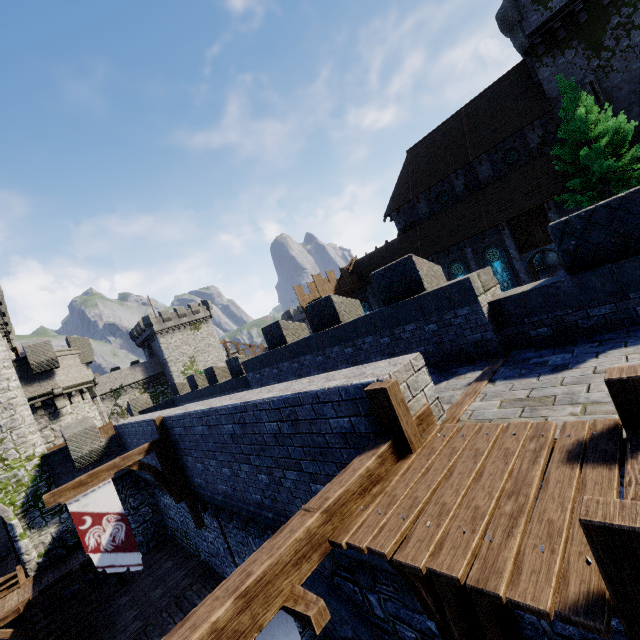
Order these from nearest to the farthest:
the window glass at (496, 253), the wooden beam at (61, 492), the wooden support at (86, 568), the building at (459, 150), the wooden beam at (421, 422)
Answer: the wooden beam at (421, 422)
the wooden beam at (61, 492)
the wooden support at (86, 568)
the building at (459, 150)
the window glass at (496, 253)

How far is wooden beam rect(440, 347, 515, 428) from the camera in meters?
4.4 m

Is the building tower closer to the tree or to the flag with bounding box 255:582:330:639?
the flag with bounding box 255:582:330:639

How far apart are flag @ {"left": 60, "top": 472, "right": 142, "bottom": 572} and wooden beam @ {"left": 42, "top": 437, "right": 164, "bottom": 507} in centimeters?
0cm

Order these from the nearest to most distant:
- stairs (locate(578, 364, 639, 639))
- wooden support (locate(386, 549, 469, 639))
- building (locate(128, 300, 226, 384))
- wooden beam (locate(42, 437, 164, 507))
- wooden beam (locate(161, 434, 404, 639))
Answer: stairs (locate(578, 364, 639, 639)) < wooden beam (locate(161, 434, 404, 639)) < wooden support (locate(386, 549, 469, 639)) < wooden beam (locate(42, 437, 164, 507)) < building (locate(128, 300, 226, 384))

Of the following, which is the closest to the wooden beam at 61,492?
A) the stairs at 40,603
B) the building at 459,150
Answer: the stairs at 40,603

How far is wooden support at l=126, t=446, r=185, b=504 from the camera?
10.34m

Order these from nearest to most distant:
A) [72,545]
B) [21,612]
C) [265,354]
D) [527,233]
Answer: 1. [265,354]
2. [21,612]
3. [72,545]
4. [527,233]
